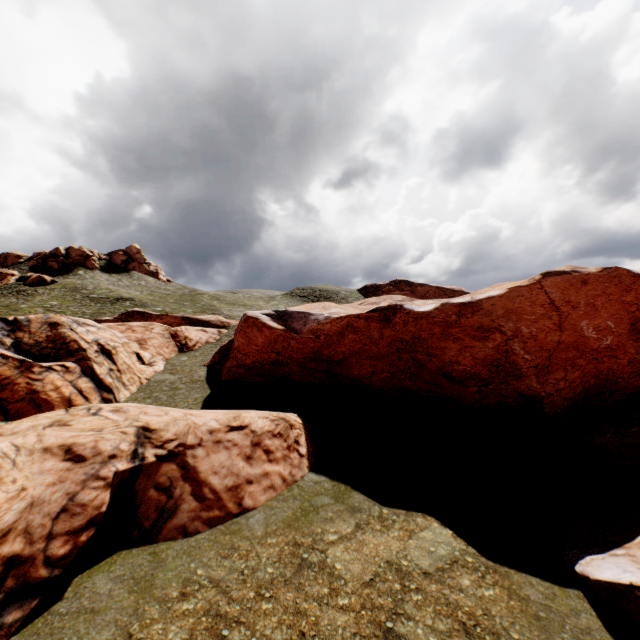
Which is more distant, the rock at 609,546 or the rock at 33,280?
the rock at 33,280

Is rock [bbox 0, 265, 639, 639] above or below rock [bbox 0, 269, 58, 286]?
below

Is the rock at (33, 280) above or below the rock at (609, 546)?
above

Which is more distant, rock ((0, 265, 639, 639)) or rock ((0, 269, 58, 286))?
rock ((0, 269, 58, 286))

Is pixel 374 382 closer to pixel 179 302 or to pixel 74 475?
pixel 74 475
